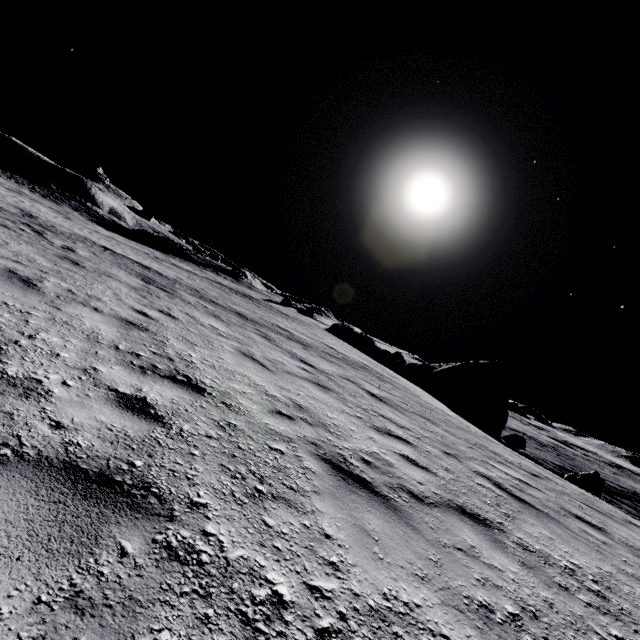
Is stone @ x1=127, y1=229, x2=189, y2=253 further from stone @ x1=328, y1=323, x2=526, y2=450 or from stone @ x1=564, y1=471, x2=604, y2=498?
stone @ x1=564, y1=471, x2=604, y2=498

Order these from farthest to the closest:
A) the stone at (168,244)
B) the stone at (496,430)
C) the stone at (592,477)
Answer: the stone at (168,244) < the stone at (496,430) < the stone at (592,477)

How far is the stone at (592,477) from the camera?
19.3m

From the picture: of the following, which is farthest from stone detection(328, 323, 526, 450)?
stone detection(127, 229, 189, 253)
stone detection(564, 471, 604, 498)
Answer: stone detection(127, 229, 189, 253)

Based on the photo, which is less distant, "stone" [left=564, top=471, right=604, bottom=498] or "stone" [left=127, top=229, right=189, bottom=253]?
"stone" [left=564, top=471, right=604, bottom=498]

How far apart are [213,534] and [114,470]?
0.8m
